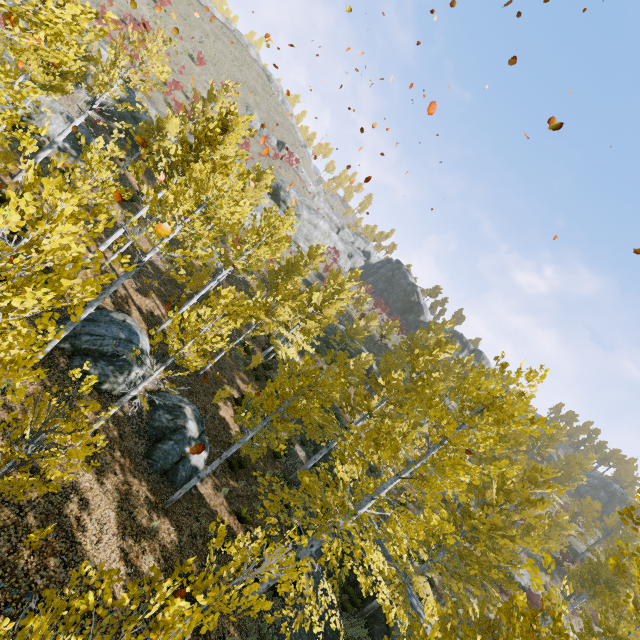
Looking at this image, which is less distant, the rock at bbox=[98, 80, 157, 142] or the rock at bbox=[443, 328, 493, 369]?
the rock at bbox=[98, 80, 157, 142]

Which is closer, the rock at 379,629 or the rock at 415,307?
the rock at 379,629

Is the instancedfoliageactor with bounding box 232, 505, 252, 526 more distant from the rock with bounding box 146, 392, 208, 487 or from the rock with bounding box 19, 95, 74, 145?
the rock with bounding box 146, 392, 208, 487

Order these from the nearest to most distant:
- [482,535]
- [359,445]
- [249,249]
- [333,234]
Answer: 1. [359,445]
2. [482,535]
3. [249,249]
4. [333,234]

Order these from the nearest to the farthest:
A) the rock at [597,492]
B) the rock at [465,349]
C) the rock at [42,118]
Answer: the rock at [42,118] → the rock at [597,492] → the rock at [465,349]

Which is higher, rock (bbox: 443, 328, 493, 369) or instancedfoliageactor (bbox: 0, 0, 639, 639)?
rock (bbox: 443, 328, 493, 369)

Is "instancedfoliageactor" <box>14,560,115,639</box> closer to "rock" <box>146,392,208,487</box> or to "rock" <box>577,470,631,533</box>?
"rock" <box>146,392,208,487</box>

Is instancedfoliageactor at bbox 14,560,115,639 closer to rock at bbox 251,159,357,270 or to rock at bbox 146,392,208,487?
rock at bbox 146,392,208,487
